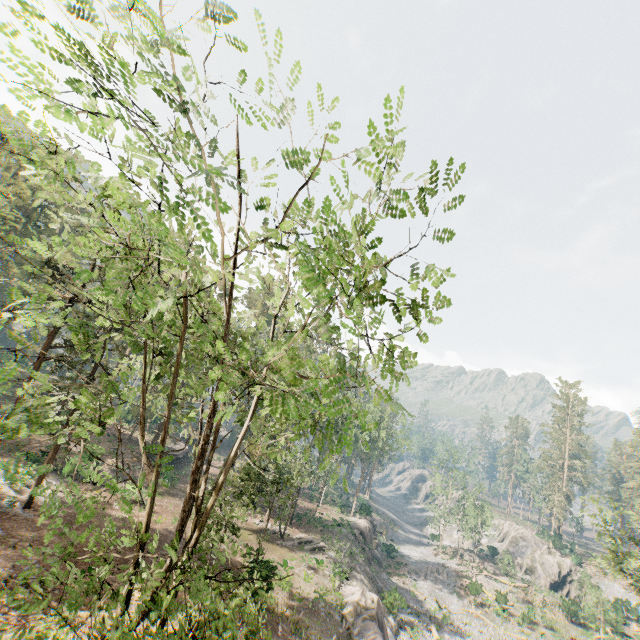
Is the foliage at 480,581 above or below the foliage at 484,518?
below

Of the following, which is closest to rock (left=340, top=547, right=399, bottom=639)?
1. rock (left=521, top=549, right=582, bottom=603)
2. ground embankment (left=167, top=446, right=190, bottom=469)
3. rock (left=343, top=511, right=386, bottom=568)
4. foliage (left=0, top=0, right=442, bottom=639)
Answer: rock (left=343, top=511, right=386, bottom=568)

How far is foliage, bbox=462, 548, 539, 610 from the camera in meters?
43.8 m

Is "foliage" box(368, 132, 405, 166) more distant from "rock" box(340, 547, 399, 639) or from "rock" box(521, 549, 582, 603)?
"rock" box(521, 549, 582, 603)

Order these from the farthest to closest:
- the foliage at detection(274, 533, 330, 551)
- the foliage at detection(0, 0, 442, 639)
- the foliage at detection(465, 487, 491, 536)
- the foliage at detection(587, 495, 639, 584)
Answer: the foliage at detection(465, 487, 491, 536), the foliage at detection(274, 533, 330, 551), the foliage at detection(587, 495, 639, 584), the foliage at detection(0, 0, 442, 639)

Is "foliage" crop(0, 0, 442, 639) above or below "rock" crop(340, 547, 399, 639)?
Answer: above

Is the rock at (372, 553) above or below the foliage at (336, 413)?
below

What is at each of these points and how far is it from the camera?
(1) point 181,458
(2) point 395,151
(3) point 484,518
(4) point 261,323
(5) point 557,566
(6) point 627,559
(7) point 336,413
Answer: (1) ground embankment, 47.88m
(2) foliage, 5.34m
(3) foliage, 55.84m
(4) foliage, 12.39m
(5) rock, 55.59m
(6) foliage, 26.55m
(7) foliage, 4.97m
